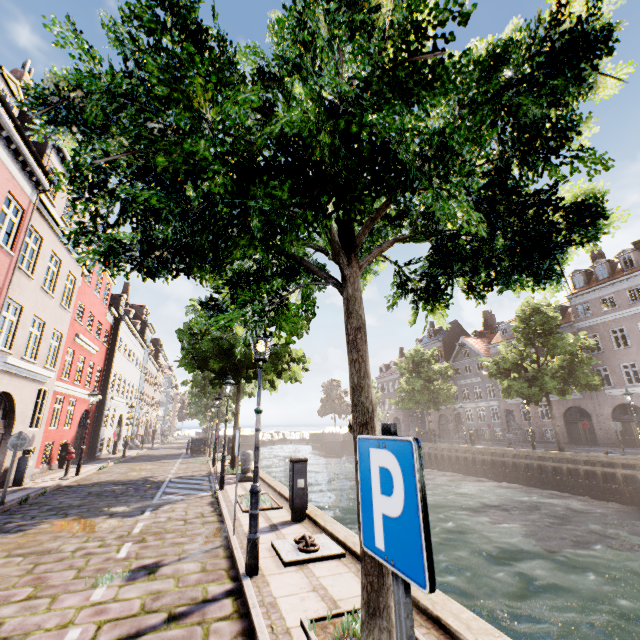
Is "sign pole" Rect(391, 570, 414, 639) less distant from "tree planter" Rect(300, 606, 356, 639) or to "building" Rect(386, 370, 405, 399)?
"tree planter" Rect(300, 606, 356, 639)

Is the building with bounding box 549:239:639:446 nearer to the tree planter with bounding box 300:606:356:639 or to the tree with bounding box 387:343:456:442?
the tree with bounding box 387:343:456:442

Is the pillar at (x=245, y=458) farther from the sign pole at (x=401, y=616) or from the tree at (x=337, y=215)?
the sign pole at (x=401, y=616)

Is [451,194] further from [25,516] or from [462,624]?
[25,516]

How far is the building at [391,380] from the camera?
56.8m

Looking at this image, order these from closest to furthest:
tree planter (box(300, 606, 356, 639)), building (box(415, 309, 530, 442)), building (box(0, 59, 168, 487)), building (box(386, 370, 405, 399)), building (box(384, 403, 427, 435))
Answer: tree planter (box(300, 606, 356, 639)) < building (box(0, 59, 168, 487)) < building (box(415, 309, 530, 442)) < building (box(384, 403, 427, 435)) < building (box(386, 370, 405, 399))

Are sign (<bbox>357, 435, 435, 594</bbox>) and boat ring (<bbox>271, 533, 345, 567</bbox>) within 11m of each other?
yes

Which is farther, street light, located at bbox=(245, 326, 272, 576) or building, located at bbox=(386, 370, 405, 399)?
building, located at bbox=(386, 370, 405, 399)
